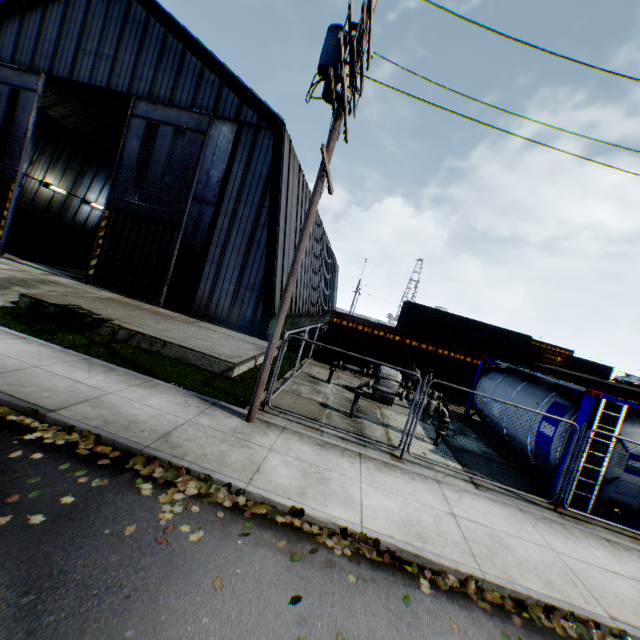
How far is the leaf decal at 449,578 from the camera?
4.5 meters

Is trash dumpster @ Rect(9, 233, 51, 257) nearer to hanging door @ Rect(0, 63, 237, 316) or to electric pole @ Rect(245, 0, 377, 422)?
hanging door @ Rect(0, 63, 237, 316)

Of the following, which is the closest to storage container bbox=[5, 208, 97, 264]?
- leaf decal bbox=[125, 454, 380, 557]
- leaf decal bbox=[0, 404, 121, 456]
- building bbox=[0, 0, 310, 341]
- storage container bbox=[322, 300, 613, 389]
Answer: building bbox=[0, 0, 310, 341]

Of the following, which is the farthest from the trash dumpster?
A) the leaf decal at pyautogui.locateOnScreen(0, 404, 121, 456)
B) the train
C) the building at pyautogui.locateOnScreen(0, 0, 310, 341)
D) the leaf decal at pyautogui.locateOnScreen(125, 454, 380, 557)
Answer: the train

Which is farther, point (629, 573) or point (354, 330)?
point (354, 330)

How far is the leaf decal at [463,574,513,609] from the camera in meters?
4.4 m

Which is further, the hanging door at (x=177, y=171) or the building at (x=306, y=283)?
the building at (x=306, y=283)

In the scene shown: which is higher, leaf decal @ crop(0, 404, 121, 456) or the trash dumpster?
the trash dumpster
